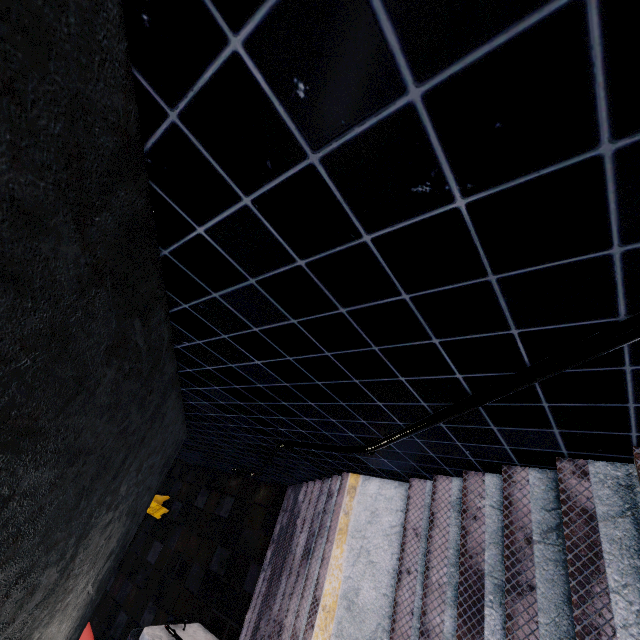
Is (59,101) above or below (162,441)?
above
